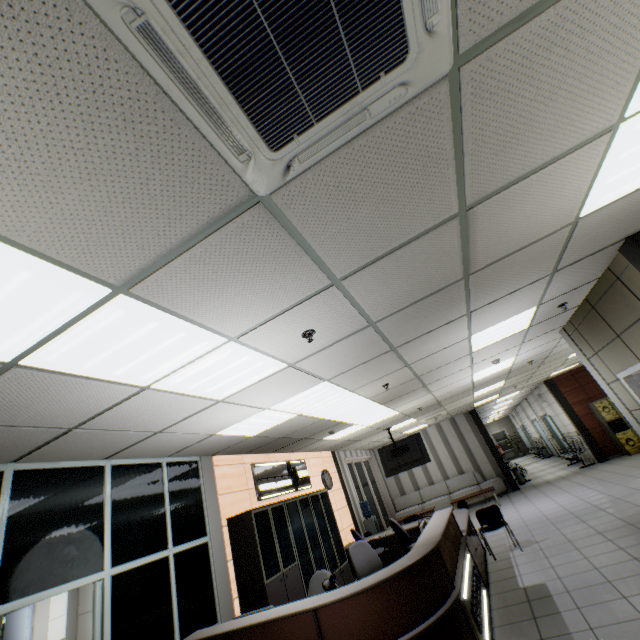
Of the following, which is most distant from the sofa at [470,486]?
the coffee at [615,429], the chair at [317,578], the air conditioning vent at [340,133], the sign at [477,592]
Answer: the air conditioning vent at [340,133]

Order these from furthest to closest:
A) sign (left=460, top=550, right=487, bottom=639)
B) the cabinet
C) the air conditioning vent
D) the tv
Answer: the tv
the cabinet
sign (left=460, top=550, right=487, bottom=639)
the air conditioning vent

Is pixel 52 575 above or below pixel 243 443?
below

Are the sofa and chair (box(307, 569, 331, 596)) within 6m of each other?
no

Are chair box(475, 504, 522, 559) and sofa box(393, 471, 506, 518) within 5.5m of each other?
no

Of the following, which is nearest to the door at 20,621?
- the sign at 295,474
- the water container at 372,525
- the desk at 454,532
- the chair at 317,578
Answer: the sign at 295,474

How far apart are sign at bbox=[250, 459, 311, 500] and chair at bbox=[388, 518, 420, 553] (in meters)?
2.25

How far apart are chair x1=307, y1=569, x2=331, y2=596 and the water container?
6.8m
